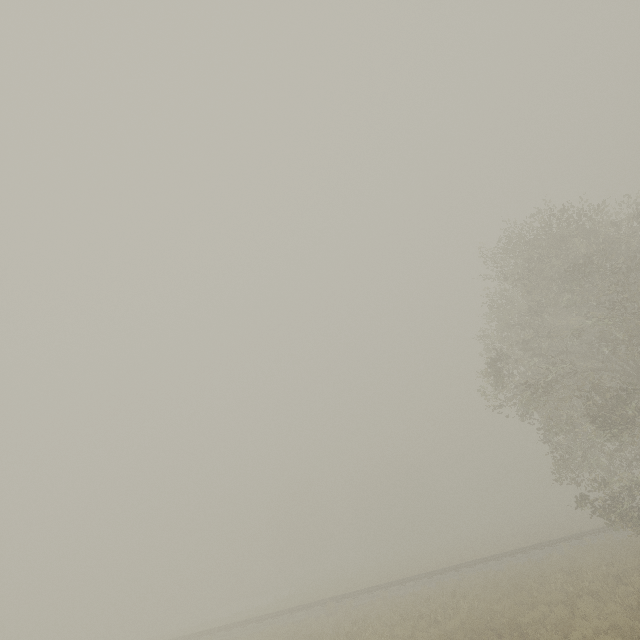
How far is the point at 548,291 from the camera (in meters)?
17.48
